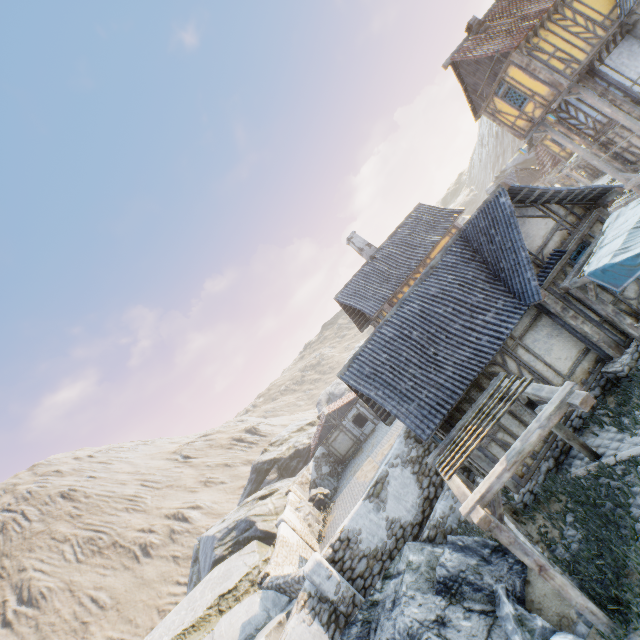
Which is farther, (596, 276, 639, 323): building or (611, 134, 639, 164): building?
(611, 134, 639, 164): building

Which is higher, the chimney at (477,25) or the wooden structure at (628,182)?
the chimney at (477,25)

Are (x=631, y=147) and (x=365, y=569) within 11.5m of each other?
no

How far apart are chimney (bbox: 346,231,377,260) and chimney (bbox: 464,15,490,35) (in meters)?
12.44

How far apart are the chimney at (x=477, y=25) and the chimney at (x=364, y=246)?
12.44m

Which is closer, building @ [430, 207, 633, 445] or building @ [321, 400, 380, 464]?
building @ [430, 207, 633, 445]

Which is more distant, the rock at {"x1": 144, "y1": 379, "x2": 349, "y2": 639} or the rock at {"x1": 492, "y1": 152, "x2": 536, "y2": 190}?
the rock at {"x1": 492, "y1": 152, "x2": 536, "y2": 190}

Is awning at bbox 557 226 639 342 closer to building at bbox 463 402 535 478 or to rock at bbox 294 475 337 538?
building at bbox 463 402 535 478
